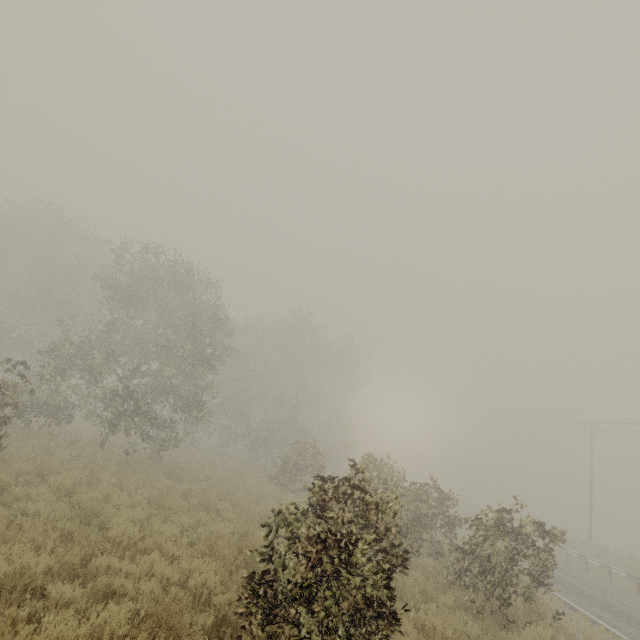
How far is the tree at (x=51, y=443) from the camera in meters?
13.6 m

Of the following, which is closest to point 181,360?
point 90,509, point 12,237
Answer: point 90,509

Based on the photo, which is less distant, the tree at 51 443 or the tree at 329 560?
the tree at 329 560

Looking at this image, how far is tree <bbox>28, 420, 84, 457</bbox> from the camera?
13.6 meters

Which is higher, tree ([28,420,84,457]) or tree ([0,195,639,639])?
tree ([0,195,639,639])

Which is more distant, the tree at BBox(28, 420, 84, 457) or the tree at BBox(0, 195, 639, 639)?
the tree at BBox(28, 420, 84, 457)
